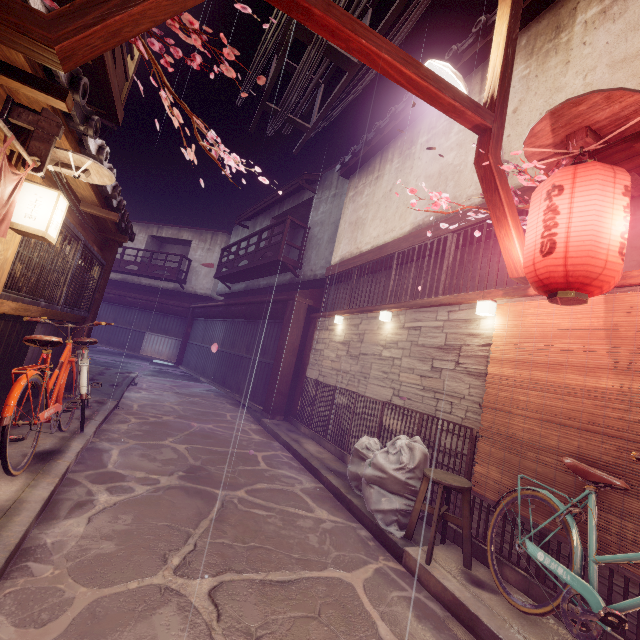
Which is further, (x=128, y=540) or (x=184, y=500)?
(x=184, y=500)

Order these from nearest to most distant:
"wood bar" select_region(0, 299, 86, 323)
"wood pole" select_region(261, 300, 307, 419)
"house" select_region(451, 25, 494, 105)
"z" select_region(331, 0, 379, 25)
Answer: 1. "wood bar" select_region(0, 299, 86, 323)
2. "z" select_region(331, 0, 379, 25)
3. "house" select_region(451, 25, 494, 105)
4. "wood pole" select_region(261, 300, 307, 419)

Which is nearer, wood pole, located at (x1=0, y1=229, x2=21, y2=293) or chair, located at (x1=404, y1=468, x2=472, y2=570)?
wood pole, located at (x1=0, y1=229, x2=21, y2=293)

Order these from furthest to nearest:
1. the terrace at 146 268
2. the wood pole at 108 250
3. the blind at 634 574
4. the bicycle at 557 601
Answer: the terrace at 146 268
the wood pole at 108 250
the blind at 634 574
the bicycle at 557 601

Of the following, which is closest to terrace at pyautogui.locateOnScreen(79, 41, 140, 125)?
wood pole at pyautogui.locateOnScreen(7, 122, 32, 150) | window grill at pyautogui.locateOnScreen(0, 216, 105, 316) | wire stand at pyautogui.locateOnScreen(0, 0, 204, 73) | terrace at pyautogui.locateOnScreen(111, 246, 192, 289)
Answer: wire stand at pyautogui.locateOnScreen(0, 0, 204, 73)

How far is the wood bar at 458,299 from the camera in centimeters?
669cm

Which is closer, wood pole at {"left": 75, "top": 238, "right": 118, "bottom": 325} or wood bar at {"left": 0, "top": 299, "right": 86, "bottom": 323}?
wood bar at {"left": 0, "top": 299, "right": 86, "bottom": 323}

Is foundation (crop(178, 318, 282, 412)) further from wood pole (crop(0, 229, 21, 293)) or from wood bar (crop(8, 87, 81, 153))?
wood pole (crop(0, 229, 21, 293))
